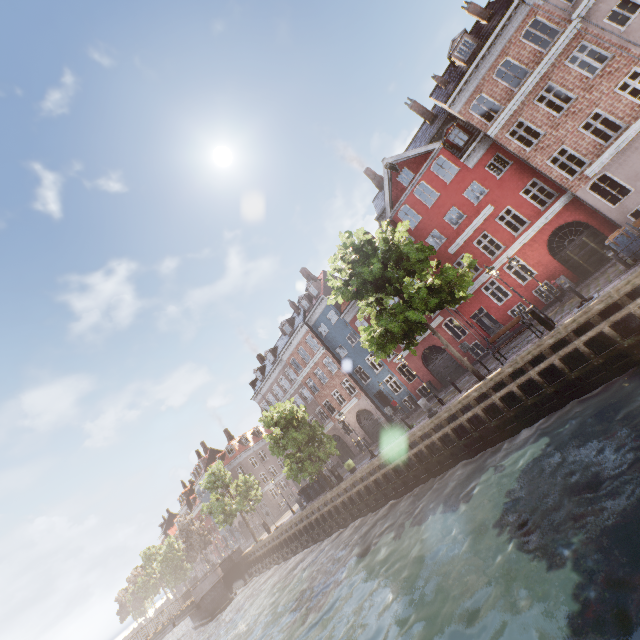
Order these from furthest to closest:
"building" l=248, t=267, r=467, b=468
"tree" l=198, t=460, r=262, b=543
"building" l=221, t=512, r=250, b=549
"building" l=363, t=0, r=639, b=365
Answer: "building" l=221, t=512, r=250, b=549, "tree" l=198, t=460, r=262, b=543, "building" l=248, t=267, r=467, b=468, "building" l=363, t=0, r=639, b=365

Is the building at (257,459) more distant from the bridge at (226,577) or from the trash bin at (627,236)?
the bridge at (226,577)

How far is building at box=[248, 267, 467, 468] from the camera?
27.53m

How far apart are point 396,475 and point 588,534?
13.2 meters

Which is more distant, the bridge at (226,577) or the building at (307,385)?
the bridge at (226,577)

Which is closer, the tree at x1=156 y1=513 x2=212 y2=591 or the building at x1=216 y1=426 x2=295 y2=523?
the tree at x1=156 y1=513 x2=212 y2=591

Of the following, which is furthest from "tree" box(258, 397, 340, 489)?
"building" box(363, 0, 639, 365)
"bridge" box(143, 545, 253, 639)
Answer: "building" box(363, 0, 639, 365)
